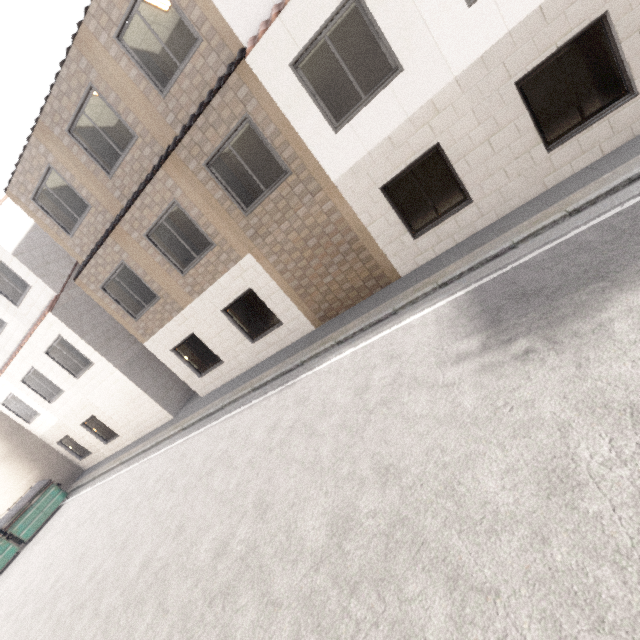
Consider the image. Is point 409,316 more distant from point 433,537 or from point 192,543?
point 192,543
